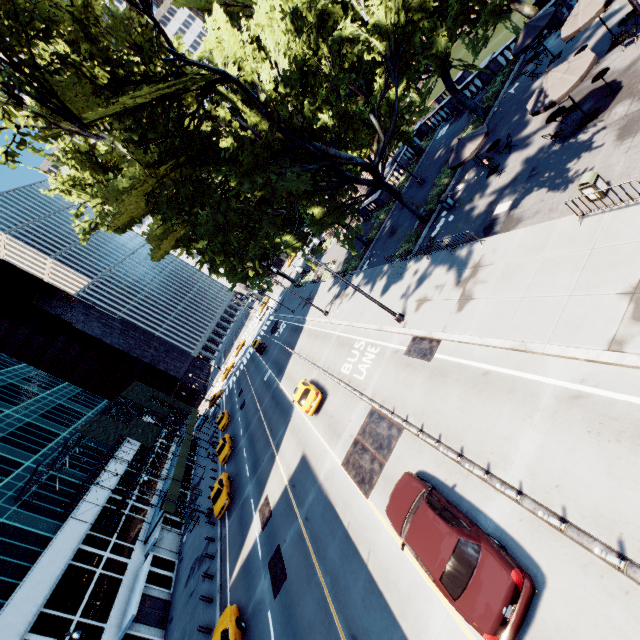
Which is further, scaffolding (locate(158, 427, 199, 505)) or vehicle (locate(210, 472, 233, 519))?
scaffolding (locate(158, 427, 199, 505))

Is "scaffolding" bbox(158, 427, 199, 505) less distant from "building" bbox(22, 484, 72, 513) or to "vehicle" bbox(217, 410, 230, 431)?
"building" bbox(22, 484, 72, 513)

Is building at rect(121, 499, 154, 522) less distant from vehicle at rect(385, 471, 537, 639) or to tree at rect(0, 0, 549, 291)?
vehicle at rect(385, 471, 537, 639)

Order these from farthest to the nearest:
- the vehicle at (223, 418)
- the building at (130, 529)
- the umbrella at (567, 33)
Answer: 1. the vehicle at (223, 418)
2. the building at (130, 529)
3. the umbrella at (567, 33)

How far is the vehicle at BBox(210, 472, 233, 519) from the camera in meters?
27.6 m

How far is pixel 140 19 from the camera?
14.2m

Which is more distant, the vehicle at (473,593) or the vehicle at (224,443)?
the vehicle at (224,443)

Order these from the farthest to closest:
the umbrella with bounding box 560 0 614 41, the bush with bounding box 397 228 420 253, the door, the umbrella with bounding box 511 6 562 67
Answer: the door < the bush with bounding box 397 228 420 253 < the umbrella with bounding box 511 6 562 67 < the umbrella with bounding box 560 0 614 41
